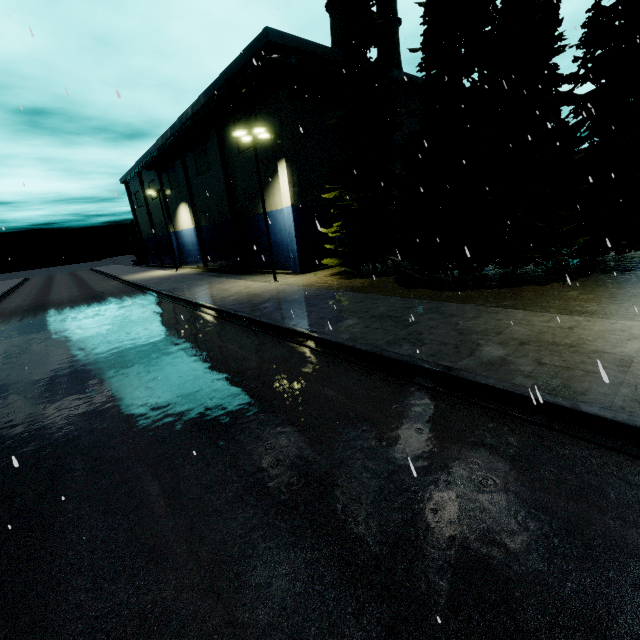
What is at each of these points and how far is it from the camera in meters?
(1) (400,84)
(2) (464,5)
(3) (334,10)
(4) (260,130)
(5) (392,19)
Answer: (1) building, 29.8
(2) tree, 13.1
(3) smokestack, 33.0
(4) light, 20.4
(5) smokestack, 37.1

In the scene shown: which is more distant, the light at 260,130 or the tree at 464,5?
the light at 260,130

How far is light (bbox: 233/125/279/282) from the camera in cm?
2027

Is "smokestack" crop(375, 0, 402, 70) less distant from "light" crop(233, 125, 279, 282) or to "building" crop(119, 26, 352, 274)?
"building" crop(119, 26, 352, 274)

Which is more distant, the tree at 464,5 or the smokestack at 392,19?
the smokestack at 392,19

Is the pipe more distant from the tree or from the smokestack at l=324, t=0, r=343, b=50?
the smokestack at l=324, t=0, r=343, b=50

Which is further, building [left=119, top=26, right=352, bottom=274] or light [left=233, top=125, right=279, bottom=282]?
building [left=119, top=26, right=352, bottom=274]

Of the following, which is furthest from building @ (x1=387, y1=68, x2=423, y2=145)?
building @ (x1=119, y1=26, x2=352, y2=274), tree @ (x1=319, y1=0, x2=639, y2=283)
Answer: building @ (x1=119, y1=26, x2=352, y2=274)
